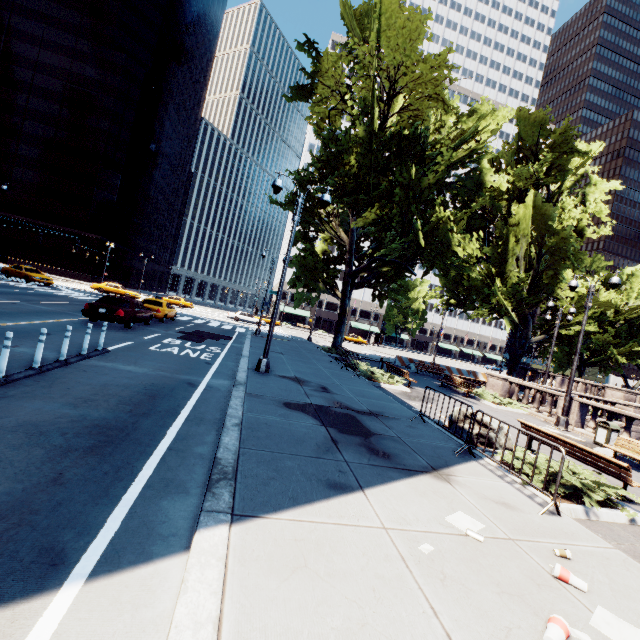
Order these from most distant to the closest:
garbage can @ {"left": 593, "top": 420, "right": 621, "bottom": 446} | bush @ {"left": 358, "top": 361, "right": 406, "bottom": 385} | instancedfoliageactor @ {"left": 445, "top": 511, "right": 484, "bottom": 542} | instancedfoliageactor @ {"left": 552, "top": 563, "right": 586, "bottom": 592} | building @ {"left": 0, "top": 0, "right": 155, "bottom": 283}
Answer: building @ {"left": 0, "top": 0, "right": 155, "bottom": 283} < bush @ {"left": 358, "top": 361, "right": 406, "bottom": 385} < garbage can @ {"left": 593, "top": 420, "right": 621, "bottom": 446} < instancedfoliageactor @ {"left": 445, "top": 511, "right": 484, "bottom": 542} < instancedfoliageactor @ {"left": 552, "top": 563, "right": 586, "bottom": 592}

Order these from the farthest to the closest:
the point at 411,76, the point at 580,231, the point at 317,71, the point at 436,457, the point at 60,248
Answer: the point at 60,248, the point at 580,231, the point at 317,71, the point at 411,76, the point at 436,457

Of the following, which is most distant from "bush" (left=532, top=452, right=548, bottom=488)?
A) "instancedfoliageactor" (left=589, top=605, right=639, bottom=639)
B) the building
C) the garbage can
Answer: the building

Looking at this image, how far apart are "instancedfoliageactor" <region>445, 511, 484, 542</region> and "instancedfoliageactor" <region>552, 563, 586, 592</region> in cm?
73

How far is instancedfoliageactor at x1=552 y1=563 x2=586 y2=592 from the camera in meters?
3.6 m

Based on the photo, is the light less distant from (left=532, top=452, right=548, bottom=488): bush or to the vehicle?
(left=532, top=452, right=548, bottom=488): bush

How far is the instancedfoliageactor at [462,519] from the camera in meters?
4.2 m

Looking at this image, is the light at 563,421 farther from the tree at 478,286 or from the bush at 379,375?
the bush at 379,375
